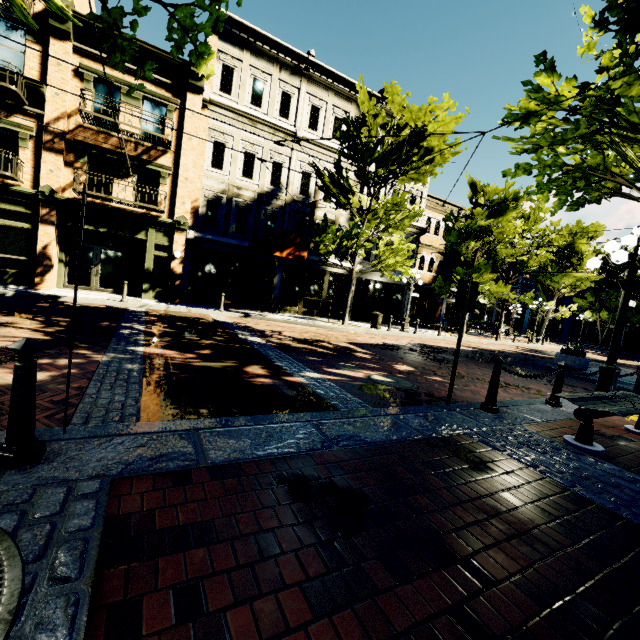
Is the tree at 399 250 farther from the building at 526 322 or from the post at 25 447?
the post at 25 447

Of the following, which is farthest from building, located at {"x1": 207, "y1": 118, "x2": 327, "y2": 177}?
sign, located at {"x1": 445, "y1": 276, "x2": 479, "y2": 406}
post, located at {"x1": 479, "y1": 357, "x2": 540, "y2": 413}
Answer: post, located at {"x1": 479, "y1": 357, "x2": 540, "y2": 413}

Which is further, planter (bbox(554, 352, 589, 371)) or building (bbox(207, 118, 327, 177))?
building (bbox(207, 118, 327, 177))

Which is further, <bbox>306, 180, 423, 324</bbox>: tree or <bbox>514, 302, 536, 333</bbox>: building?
<bbox>514, 302, 536, 333</bbox>: building

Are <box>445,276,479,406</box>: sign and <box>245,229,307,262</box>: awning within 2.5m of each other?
no

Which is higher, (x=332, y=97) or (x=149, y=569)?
(x=332, y=97)

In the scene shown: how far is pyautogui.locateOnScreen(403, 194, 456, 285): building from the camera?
22.83m

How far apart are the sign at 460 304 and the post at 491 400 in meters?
0.6
